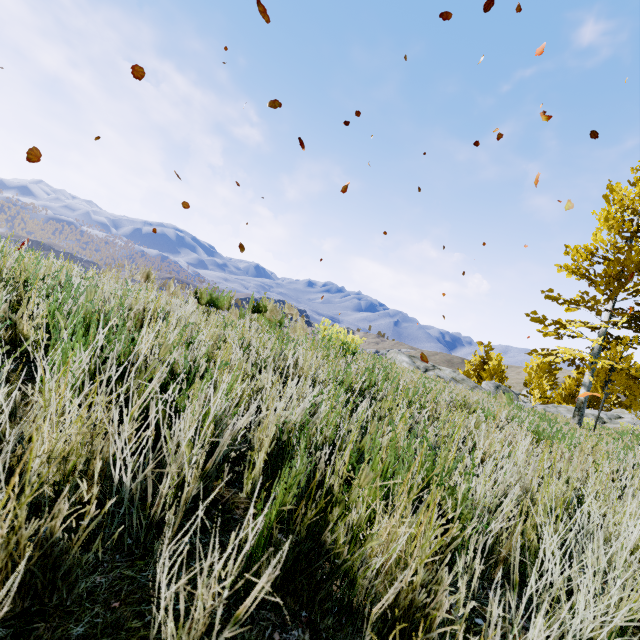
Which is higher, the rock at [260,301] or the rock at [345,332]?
the rock at [260,301]

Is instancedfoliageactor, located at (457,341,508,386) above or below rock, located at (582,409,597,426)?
above

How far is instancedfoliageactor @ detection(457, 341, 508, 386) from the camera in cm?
2806

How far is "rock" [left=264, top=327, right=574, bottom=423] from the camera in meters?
4.8 m

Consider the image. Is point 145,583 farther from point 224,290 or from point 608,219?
point 608,219

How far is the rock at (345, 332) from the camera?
5.3 meters

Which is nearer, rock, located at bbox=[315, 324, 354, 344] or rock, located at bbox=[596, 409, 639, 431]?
rock, located at bbox=[315, 324, 354, 344]
